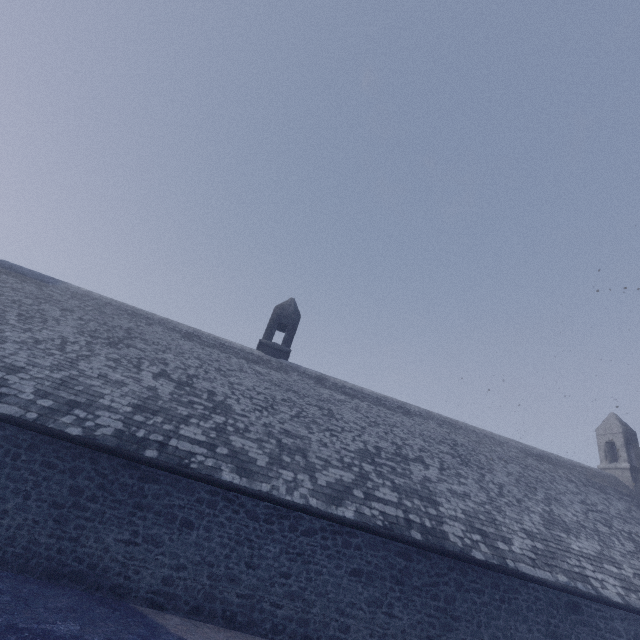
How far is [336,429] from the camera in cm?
1329
